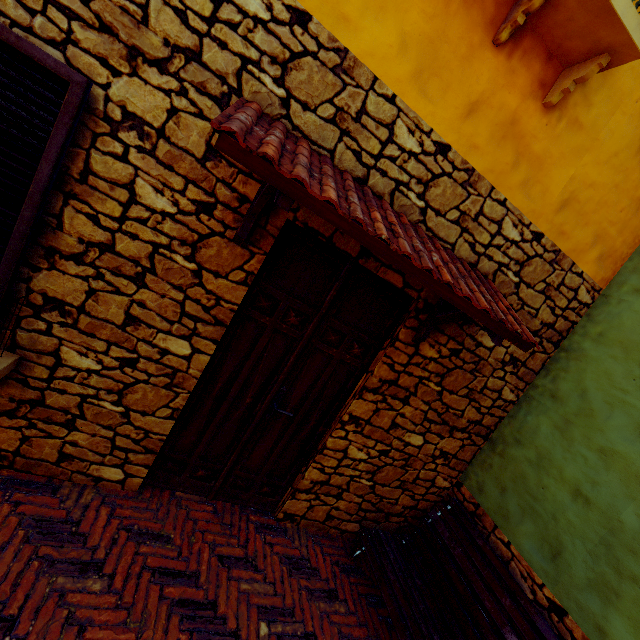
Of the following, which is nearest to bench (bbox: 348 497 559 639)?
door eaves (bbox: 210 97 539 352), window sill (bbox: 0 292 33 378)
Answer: door eaves (bbox: 210 97 539 352)

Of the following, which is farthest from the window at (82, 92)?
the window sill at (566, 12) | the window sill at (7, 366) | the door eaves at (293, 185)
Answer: the window sill at (566, 12)

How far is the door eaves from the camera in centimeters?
151cm

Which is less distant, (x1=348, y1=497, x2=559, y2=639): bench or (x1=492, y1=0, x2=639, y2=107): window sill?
(x1=492, y1=0, x2=639, y2=107): window sill

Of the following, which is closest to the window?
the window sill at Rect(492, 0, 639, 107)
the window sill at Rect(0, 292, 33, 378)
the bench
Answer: the window sill at Rect(0, 292, 33, 378)

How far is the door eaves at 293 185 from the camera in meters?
1.5

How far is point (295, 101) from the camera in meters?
2.0

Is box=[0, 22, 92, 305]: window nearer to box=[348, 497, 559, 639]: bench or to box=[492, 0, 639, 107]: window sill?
box=[492, 0, 639, 107]: window sill
